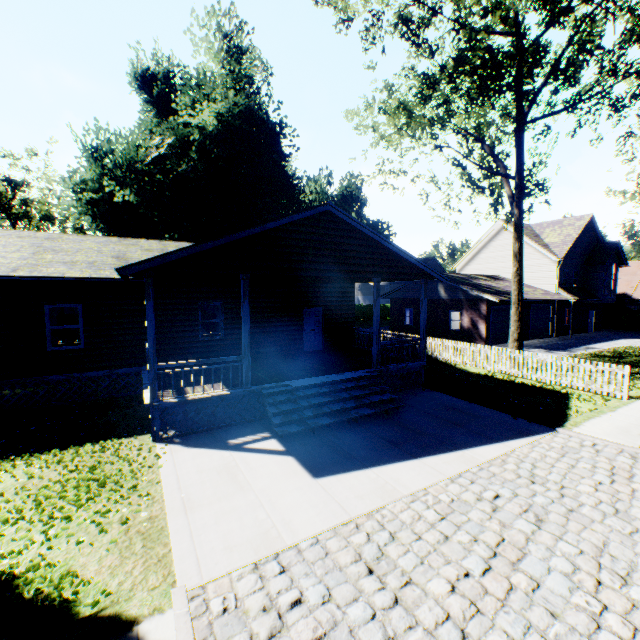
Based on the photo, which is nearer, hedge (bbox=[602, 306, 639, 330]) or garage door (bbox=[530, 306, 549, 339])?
garage door (bbox=[530, 306, 549, 339])

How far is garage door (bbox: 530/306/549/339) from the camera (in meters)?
26.92

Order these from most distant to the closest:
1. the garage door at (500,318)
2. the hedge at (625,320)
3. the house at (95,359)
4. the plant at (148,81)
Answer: the hedge at (625,320) → the plant at (148,81) → the garage door at (500,318) → the house at (95,359)

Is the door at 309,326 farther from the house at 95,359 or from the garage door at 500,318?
the garage door at 500,318

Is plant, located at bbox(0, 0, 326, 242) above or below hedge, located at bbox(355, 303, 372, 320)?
above

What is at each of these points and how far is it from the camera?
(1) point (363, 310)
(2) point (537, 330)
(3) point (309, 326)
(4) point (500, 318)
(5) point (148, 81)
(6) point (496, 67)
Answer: (1) hedge, 48.00m
(2) garage door, 27.41m
(3) door, 16.31m
(4) garage door, 24.56m
(5) plant, 29.69m
(6) tree, 12.05m

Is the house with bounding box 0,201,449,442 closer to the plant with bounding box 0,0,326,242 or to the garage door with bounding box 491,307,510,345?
the plant with bounding box 0,0,326,242

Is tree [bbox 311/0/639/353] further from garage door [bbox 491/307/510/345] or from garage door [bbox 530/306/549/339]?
garage door [bbox 530/306/549/339]
